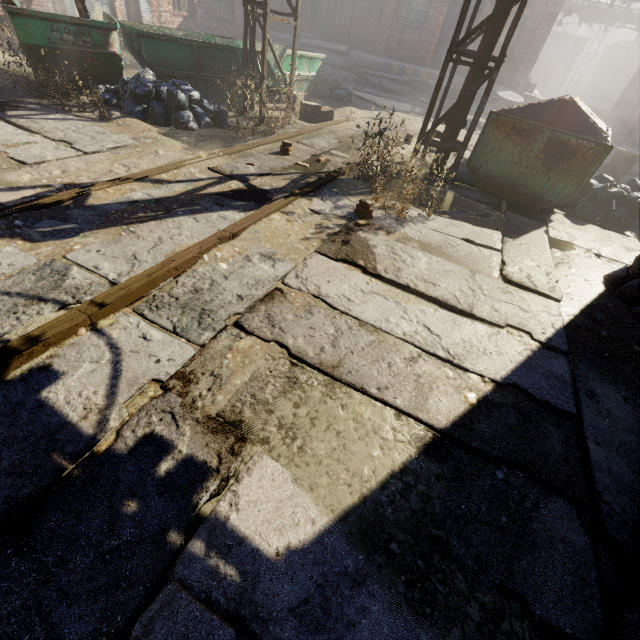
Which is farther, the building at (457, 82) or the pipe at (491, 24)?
the building at (457, 82)

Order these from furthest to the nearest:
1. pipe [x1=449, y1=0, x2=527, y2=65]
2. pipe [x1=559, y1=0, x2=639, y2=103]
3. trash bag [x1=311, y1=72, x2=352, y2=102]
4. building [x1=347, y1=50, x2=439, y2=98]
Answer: pipe [x1=559, y1=0, x2=639, y2=103]
building [x1=347, y1=50, x2=439, y2=98]
trash bag [x1=311, y1=72, x2=352, y2=102]
pipe [x1=449, y1=0, x2=527, y2=65]

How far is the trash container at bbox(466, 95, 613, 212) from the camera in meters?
5.8 m

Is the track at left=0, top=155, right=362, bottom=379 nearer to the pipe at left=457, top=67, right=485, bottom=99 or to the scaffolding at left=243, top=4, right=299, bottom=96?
the scaffolding at left=243, top=4, right=299, bottom=96

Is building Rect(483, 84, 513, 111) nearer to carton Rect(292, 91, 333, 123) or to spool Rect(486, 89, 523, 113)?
spool Rect(486, 89, 523, 113)

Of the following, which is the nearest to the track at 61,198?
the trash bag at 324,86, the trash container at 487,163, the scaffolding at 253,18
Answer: the trash bag at 324,86

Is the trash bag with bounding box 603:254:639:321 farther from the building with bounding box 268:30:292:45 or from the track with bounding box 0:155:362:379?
the building with bounding box 268:30:292:45

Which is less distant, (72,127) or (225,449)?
(225,449)
